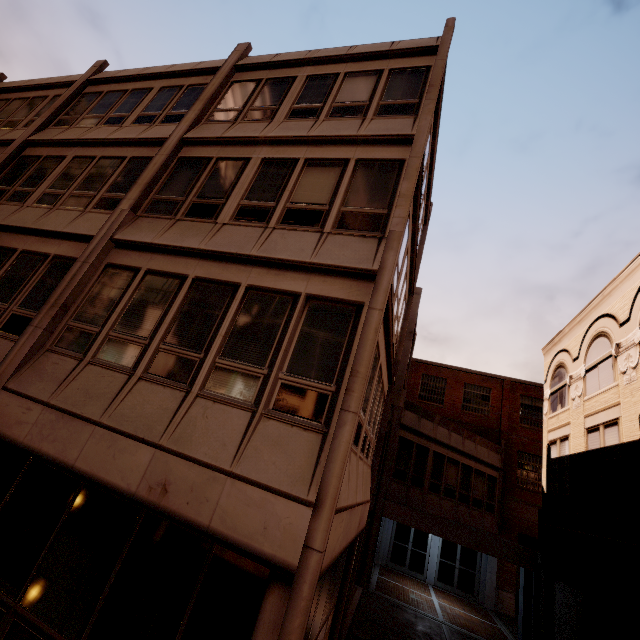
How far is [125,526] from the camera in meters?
4.8 m
